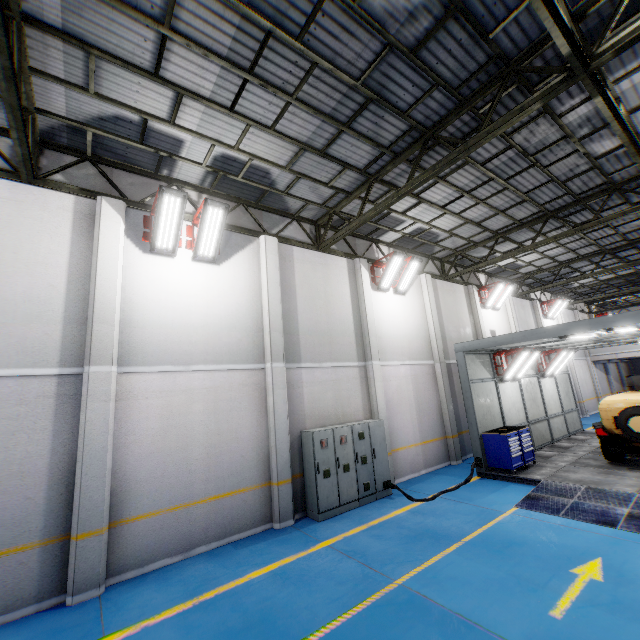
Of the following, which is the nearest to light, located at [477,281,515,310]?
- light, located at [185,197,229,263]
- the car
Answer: the car

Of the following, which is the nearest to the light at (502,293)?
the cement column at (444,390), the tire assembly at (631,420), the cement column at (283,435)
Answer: the cement column at (444,390)

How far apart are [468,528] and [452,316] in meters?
10.0

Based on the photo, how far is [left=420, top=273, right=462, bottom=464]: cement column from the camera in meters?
12.8

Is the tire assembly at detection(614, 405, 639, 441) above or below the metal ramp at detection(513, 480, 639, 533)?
above

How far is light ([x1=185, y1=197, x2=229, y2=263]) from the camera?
7.9m

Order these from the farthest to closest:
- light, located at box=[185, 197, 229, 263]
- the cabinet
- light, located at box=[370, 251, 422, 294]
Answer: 1. light, located at box=[370, 251, 422, 294]
2. the cabinet
3. light, located at box=[185, 197, 229, 263]

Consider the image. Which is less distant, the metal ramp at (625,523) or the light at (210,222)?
the metal ramp at (625,523)
